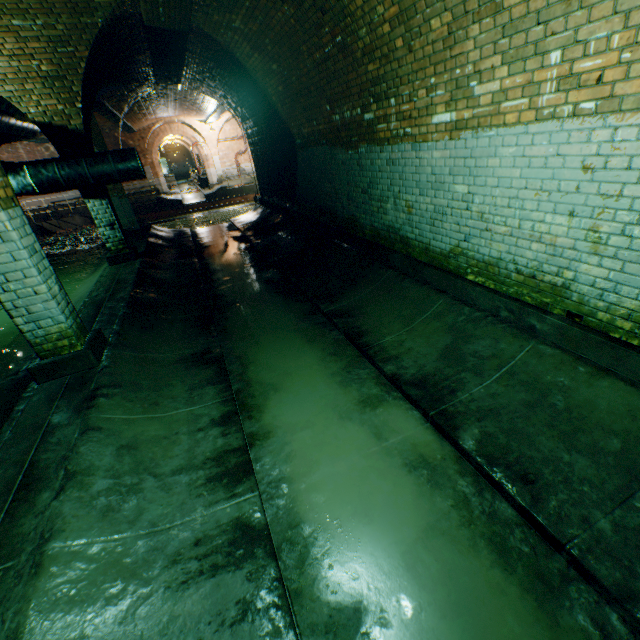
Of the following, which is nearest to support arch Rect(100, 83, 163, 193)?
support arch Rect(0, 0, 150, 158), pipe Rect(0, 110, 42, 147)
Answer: pipe Rect(0, 110, 42, 147)

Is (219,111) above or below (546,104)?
above

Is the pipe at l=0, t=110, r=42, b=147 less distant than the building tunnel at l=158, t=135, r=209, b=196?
Yes

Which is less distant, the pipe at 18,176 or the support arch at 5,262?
the support arch at 5,262

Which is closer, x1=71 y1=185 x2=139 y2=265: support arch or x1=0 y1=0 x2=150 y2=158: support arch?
x1=0 y1=0 x2=150 y2=158: support arch

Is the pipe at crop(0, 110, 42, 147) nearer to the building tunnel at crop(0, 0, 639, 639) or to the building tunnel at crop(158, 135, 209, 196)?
the building tunnel at crop(0, 0, 639, 639)

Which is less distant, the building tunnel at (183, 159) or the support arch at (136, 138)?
the support arch at (136, 138)
